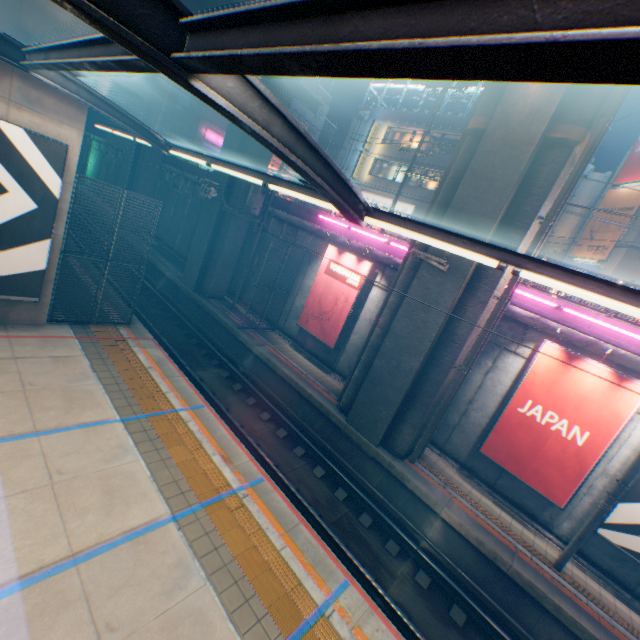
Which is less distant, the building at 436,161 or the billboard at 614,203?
the billboard at 614,203

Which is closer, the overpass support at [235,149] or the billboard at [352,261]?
the billboard at [352,261]

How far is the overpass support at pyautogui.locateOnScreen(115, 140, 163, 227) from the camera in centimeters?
2561cm

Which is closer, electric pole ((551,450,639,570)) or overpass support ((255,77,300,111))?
electric pole ((551,450,639,570))

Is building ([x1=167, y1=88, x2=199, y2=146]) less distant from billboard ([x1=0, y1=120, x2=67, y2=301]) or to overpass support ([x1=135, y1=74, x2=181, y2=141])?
Result: overpass support ([x1=135, y1=74, x2=181, y2=141])

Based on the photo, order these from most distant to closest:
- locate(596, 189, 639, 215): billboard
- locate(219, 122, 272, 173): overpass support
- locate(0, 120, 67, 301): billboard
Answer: locate(596, 189, 639, 215): billboard < locate(219, 122, 272, 173): overpass support < locate(0, 120, 67, 301): billboard

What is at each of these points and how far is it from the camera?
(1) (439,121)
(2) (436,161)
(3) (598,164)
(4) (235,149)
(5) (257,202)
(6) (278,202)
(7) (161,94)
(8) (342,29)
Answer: (1) concrete block, 27.05m
(2) building, 27.00m
(3) overpass support, 46.44m
(4) overpass support, 17.31m
(5) electric pole, 16.47m
(6) concrete block, 19.44m
(7) overpass support, 24.33m
(8) canopy, 1.55m
